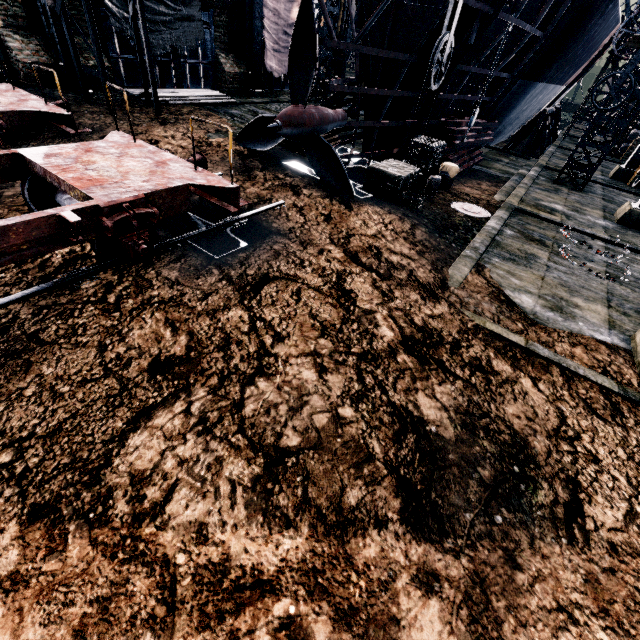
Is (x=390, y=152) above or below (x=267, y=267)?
above

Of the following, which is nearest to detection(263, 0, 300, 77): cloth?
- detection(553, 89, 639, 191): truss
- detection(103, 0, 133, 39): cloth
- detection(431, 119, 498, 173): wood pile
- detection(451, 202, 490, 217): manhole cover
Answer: detection(553, 89, 639, 191): truss

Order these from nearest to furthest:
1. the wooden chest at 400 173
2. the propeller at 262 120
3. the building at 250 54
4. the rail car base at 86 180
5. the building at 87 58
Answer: the rail car base at 86 180 < the propeller at 262 120 < the wooden chest at 400 173 < the building at 87 58 < the building at 250 54

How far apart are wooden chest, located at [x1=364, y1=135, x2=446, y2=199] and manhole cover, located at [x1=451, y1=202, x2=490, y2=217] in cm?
175

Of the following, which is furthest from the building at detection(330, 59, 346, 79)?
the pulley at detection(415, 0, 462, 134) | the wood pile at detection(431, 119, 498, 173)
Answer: the pulley at detection(415, 0, 462, 134)

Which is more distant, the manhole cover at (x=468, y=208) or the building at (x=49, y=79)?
the building at (x=49, y=79)

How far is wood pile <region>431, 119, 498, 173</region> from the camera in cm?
1817

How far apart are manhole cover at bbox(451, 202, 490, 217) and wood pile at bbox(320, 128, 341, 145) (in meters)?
7.29
